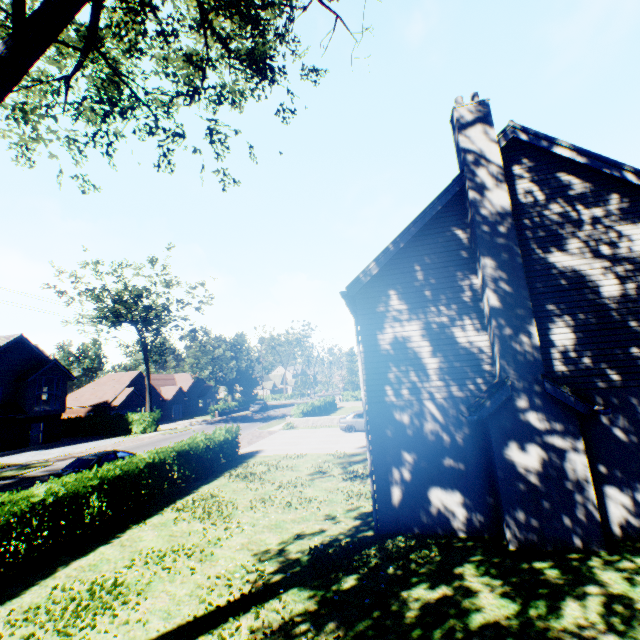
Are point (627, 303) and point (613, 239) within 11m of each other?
yes

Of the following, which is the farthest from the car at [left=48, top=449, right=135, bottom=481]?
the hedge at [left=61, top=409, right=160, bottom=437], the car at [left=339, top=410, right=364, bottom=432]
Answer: the hedge at [left=61, top=409, right=160, bottom=437]

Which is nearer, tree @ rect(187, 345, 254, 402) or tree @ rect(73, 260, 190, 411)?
tree @ rect(73, 260, 190, 411)

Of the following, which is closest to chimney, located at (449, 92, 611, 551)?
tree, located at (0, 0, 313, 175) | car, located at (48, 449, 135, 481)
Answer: tree, located at (0, 0, 313, 175)

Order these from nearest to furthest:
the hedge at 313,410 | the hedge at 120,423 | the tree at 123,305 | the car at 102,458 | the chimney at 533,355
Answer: the chimney at 533,355 → the car at 102,458 → the hedge at 313,410 → the tree at 123,305 → the hedge at 120,423

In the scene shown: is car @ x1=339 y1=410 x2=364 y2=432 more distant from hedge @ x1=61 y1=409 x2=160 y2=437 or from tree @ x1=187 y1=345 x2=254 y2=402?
hedge @ x1=61 y1=409 x2=160 y2=437

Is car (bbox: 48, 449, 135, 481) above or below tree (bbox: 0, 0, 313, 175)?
below

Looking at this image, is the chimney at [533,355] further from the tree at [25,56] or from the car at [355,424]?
the car at [355,424]
